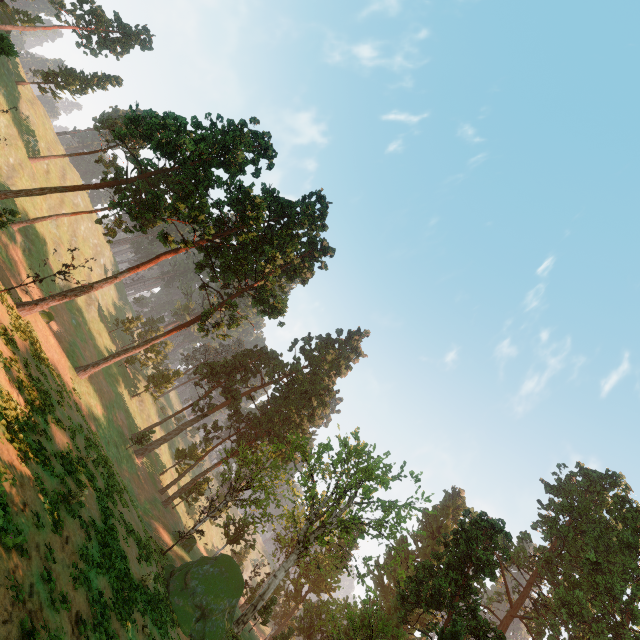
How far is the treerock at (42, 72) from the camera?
54.4m

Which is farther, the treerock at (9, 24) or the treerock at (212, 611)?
the treerock at (9, 24)

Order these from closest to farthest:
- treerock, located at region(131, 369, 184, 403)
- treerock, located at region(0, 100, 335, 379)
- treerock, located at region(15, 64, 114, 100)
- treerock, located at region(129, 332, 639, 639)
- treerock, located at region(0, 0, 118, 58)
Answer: treerock, located at region(129, 332, 639, 639), treerock, located at region(0, 100, 335, 379), treerock, located at region(0, 0, 118, 58), treerock, located at region(15, 64, 114, 100), treerock, located at region(131, 369, 184, 403)

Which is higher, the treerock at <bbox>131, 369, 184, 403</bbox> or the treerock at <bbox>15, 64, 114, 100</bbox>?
the treerock at <bbox>15, 64, 114, 100</bbox>

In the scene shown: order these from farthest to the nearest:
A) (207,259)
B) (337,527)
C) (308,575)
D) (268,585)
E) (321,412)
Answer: (308,575) < (321,412) < (207,259) < (337,527) < (268,585)

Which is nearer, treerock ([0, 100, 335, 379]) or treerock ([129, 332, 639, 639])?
treerock ([129, 332, 639, 639])
